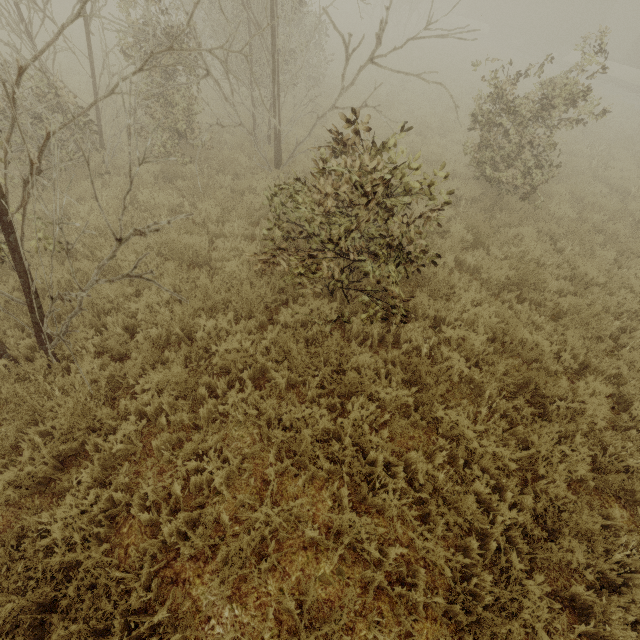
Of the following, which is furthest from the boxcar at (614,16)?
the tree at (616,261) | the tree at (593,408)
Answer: the tree at (616,261)

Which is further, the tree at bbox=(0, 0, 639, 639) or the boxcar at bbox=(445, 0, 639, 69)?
the boxcar at bbox=(445, 0, 639, 69)

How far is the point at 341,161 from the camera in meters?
9.3 m

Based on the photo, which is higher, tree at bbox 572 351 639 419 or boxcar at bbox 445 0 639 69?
boxcar at bbox 445 0 639 69

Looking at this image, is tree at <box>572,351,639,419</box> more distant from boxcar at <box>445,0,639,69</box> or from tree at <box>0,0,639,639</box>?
boxcar at <box>445,0,639,69</box>

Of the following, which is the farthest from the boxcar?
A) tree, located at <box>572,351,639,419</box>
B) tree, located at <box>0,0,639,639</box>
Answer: tree, located at <box>0,0,639,639</box>

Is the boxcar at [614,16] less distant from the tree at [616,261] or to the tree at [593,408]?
the tree at [593,408]

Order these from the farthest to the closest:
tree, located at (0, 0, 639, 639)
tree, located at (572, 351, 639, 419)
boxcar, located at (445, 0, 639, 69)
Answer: boxcar, located at (445, 0, 639, 69)
tree, located at (572, 351, 639, 419)
tree, located at (0, 0, 639, 639)
